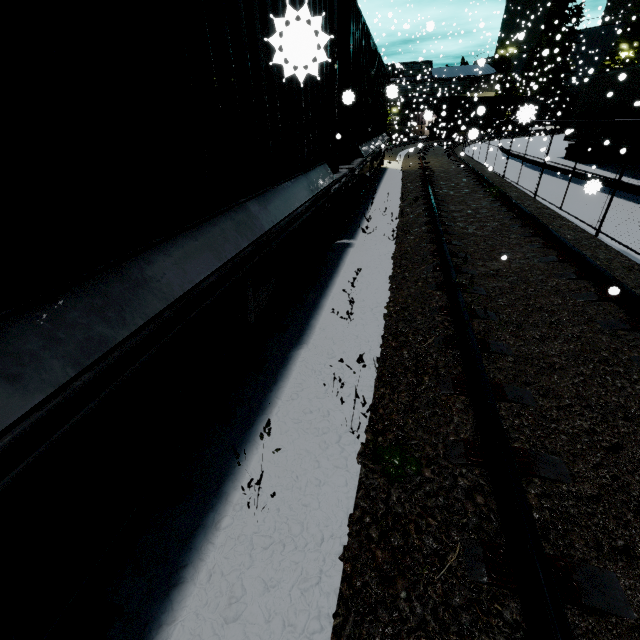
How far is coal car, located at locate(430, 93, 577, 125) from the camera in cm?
2293

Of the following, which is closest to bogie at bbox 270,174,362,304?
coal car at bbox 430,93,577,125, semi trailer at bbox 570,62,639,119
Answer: semi trailer at bbox 570,62,639,119

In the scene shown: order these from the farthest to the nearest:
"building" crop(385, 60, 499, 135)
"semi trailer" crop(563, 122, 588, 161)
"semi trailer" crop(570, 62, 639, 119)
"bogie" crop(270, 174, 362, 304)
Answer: "building" crop(385, 60, 499, 135) → "semi trailer" crop(563, 122, 588, 161) → "semi trailer" crop(570, 62, 639, 119) → "bogie" crop(270, 174, 362, 304)

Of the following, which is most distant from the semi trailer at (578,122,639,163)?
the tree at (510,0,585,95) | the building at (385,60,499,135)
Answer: the tree at (510,0,585,95)

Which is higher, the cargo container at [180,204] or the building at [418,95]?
the building at [418,95]

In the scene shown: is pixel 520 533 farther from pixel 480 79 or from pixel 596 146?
pixel 480 79

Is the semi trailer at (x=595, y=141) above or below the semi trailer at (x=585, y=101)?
below

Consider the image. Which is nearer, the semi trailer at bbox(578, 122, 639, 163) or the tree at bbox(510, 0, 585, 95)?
the semi trailer at bbox(578, 122, 639, 163)
